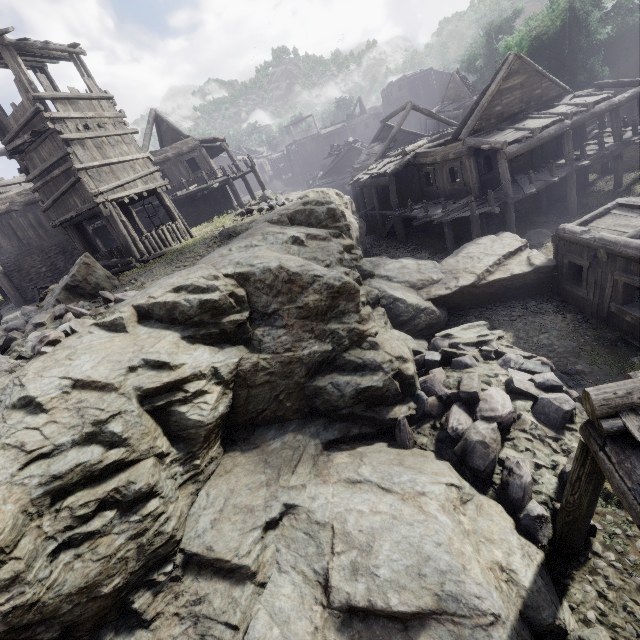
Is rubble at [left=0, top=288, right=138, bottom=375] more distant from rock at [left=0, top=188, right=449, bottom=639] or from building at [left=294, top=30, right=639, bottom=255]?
building at [left=294, top=30, right=639, bottom=255]

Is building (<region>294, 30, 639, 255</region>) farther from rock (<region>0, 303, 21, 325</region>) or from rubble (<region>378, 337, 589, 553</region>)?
rubble (<region>378, 337, 589, 553</region>)

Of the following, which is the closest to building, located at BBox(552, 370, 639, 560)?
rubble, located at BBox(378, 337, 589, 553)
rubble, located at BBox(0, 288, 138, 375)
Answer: rubble, located at BBox(378, 337, 589, 553)

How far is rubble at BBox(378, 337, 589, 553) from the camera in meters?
7.1 m

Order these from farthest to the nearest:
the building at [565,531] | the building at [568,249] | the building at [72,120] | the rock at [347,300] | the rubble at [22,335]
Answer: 1. the building at [72,120]
2. the building at [568,249]
3. the rubble at [22,335]
4. the rock at [347,300]
5. the building at [565,531]

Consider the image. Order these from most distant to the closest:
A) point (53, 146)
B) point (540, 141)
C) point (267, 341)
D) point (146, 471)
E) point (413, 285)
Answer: point (540, 141)
point (413, 285)
point (53, 146)
point (267, 341)
point (146, 471)

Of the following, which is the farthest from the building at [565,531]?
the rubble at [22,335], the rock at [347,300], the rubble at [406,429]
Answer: the rubble at [22,335]

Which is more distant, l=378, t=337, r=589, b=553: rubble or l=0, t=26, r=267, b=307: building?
l=0, t=26, r=267, b=307: building
